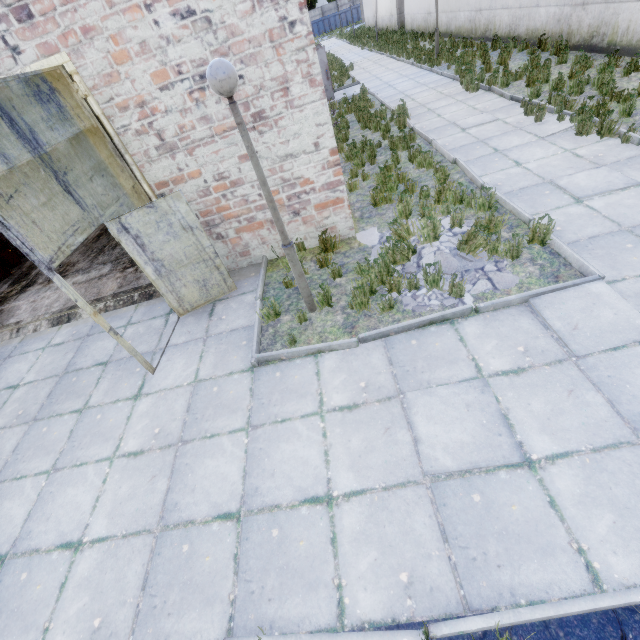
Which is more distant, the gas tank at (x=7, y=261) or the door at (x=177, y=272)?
the gas tank at (x=7, y=261)

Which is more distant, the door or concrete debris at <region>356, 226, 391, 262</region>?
concrete debris at <region>356, 226, 391, 262</region>

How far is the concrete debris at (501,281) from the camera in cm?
479

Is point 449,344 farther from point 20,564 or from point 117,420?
point 20,564

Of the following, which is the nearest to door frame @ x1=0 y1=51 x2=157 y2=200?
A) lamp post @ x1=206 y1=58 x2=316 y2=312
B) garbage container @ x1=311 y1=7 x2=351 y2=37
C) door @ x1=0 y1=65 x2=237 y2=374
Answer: door @ x1=0 y1=65 x2=237 y2=374

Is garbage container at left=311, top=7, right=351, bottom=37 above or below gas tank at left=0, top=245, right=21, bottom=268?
above

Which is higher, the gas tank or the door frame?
the door frame

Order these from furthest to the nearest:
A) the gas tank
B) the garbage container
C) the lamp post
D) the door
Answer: the garbage container, the gas tank, the door, the lamp post
